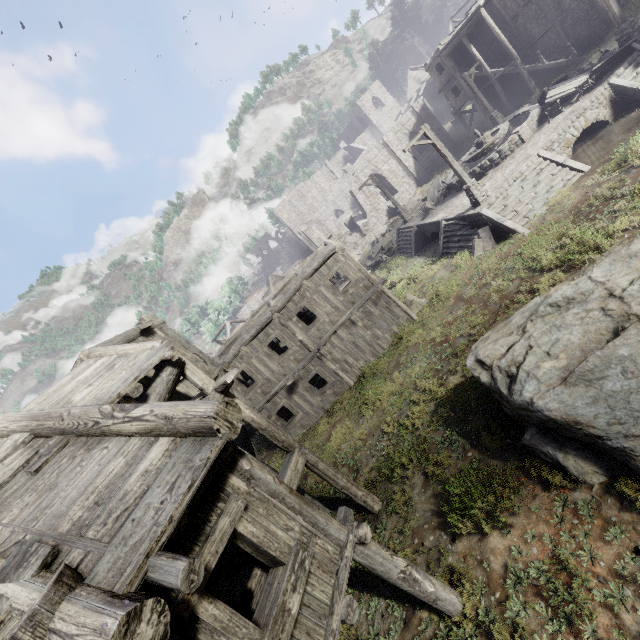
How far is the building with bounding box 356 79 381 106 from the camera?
59.8m

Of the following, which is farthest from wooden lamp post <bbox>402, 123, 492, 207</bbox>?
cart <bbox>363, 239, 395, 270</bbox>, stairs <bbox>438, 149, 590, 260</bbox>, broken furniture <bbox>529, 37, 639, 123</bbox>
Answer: cart <bbox>363, 239, 395, 270</bbox>

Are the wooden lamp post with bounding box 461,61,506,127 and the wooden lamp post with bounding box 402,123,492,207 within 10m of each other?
no

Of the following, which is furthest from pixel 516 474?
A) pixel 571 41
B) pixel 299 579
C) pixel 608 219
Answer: pixel 571 41

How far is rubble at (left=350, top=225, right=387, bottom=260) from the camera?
39.06m

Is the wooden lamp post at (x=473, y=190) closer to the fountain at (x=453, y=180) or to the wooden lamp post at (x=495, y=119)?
the fountain at (x=453, y=180)

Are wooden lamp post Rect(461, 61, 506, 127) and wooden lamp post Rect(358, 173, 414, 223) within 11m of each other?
yes

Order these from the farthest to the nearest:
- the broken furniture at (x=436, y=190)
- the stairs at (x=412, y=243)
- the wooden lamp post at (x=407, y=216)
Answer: the wooden lamp post at (x=407, y=216), the stairs at (x=412, y=243), the broken furniture at (x=436, y=190)
